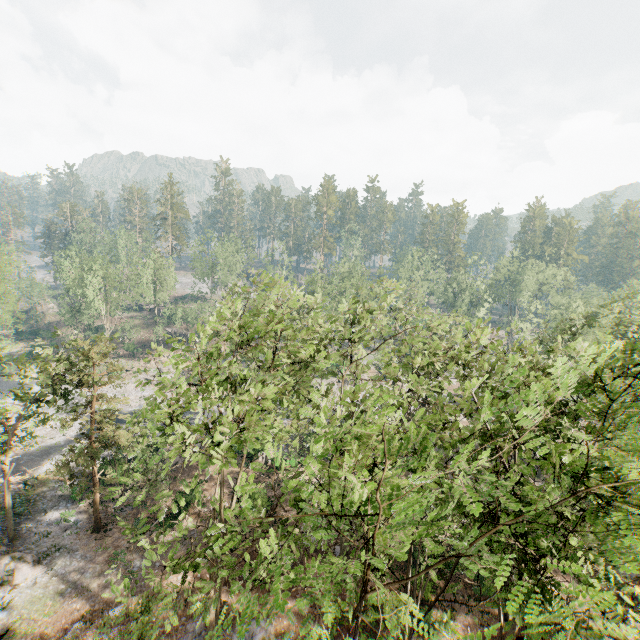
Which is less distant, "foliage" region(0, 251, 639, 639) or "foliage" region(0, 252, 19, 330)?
"foliage" region(0, 251, 639, 639)

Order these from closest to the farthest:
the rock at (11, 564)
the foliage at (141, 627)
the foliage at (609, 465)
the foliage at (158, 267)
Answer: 1. the foliage at (609, 465)
2. the foliage at (141, 627)
3. the rock at (11, 564)
4. the foliage at (158, 267)

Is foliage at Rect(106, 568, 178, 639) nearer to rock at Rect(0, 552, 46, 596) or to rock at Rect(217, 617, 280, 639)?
rock at Rect(0, 552, 46, 596)

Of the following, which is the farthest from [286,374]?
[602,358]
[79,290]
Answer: [79,290]

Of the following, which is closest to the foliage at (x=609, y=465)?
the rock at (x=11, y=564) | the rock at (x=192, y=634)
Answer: the rock at (x=11, y=564)

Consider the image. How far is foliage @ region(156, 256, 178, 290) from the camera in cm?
5919

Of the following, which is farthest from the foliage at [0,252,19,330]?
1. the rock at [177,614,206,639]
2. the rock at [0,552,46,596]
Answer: the rock at [177,614,206,639]
